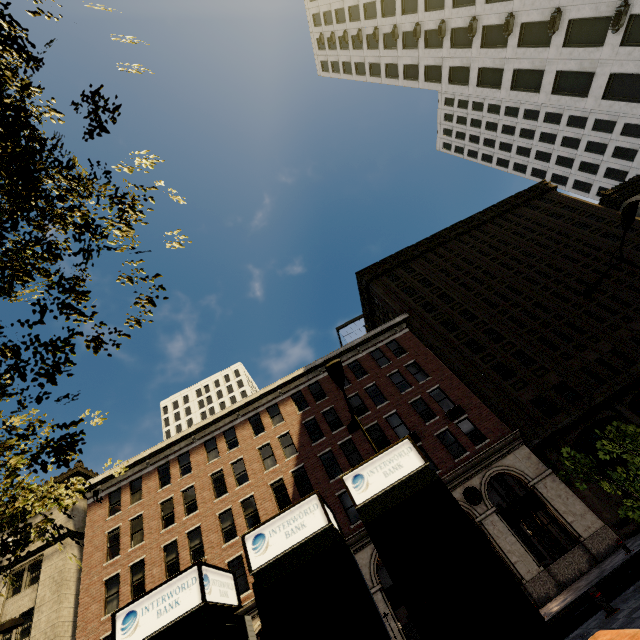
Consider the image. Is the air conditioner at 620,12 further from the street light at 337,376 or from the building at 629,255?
the street light at 337,376

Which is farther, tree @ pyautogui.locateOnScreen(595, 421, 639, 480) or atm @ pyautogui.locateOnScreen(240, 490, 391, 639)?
tree @ pyautogui.locateOnScreen(595, 421, 639, 480)

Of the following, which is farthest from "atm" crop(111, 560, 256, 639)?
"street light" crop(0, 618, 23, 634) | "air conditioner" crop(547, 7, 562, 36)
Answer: "air conditioner" crop(547, 7, 562, 36)

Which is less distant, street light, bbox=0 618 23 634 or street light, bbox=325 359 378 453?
street light, bbox=325 359 378 453

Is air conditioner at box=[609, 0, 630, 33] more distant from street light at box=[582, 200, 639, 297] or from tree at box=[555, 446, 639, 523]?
tree at box=[555, 446, 639, 523]

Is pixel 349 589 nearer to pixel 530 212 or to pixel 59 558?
pixel 59 558

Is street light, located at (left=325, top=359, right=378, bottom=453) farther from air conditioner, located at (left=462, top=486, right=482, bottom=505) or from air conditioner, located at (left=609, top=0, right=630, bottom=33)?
air conditioner, located at (left=609, top=0, right=630, bottom=33)

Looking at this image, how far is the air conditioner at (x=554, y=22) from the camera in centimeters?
2269cm
